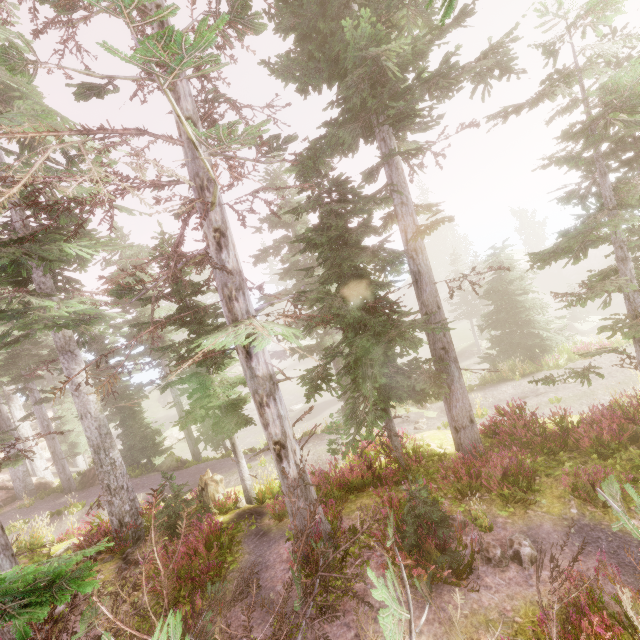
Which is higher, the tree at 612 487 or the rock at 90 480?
the tree at 612 487

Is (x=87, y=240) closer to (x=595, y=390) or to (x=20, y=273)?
(x=20, y=273)

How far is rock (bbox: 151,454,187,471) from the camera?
20.6m

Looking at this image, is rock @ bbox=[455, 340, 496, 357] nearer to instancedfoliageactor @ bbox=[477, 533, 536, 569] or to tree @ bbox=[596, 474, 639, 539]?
instancedfoliageactor @ bbox=[477, 533, 536, 569]

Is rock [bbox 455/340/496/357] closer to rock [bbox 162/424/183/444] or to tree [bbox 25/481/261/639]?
tree [bbox 25/481/261/639]

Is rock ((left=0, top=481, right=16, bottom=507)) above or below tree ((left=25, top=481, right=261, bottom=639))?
below

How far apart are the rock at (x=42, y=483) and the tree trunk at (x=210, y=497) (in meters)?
18.27

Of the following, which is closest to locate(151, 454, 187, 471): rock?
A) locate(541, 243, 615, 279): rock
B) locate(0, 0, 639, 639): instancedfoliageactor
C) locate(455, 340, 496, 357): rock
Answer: locate(0, 0, 639, 639): instancedfoliageactor
